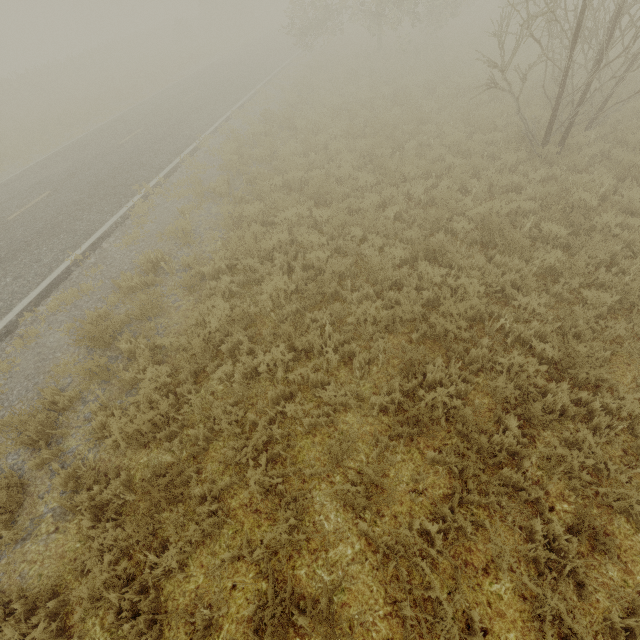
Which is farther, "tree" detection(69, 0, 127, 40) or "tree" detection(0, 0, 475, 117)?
"tree" detection(69, 0, 127, 40)

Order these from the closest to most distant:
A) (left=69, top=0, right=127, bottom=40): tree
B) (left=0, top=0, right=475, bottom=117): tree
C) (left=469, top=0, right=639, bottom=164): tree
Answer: (left=469, top=0, right=639, bottom=164): tree → (left=0, top=0, right=475, bottom=117): tree → (left=69, top=0, right=127, bottom=40): tree

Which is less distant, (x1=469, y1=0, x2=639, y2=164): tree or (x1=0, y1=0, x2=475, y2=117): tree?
(x1=469, y1=0, x2=639, y2=164): tree

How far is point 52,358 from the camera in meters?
6.0

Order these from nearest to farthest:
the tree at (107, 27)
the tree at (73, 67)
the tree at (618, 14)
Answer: the tree at (618, 14) → the tree at (73, 67) → the tree at (107, 27)

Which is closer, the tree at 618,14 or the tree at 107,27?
the tree at 618,14
